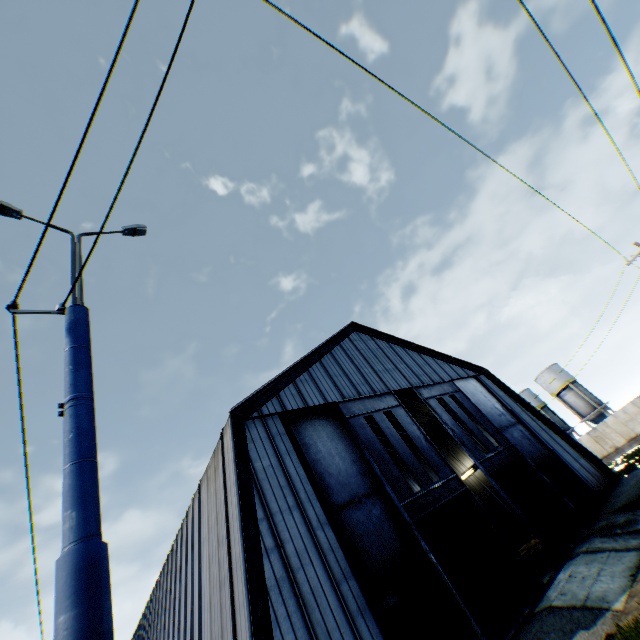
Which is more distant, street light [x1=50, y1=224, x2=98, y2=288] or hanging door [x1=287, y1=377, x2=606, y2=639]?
hanging door [x1=287, y1=377, x2=606, y2=639]

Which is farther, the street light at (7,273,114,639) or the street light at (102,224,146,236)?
the street light at (102,224,146,236)

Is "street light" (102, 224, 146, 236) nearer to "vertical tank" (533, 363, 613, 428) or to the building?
the building

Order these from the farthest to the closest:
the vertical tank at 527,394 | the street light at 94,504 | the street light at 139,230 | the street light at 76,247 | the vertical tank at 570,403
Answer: the vertical tank at 527,394
the vertical tank at 570,403
the street light at 139,230
the street light at 76,247
the street light at 94,504

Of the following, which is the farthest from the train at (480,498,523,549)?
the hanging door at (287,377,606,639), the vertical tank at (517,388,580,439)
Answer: the vertical tank at (517,388,580,439)

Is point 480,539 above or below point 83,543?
below

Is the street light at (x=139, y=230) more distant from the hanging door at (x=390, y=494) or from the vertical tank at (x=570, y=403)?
the vertical tank at (x=570, y=403)
